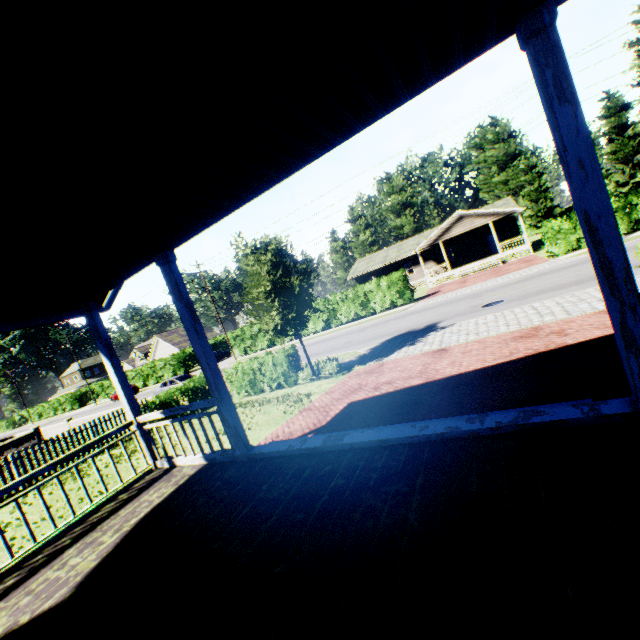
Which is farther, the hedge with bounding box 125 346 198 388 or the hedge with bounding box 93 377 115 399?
the hedge with bounding box 93 377 115 399

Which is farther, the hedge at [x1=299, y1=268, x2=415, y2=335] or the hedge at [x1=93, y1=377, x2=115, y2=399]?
the hedge at [x1=93, y1=377, x2=115, y2=399]

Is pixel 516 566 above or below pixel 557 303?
above

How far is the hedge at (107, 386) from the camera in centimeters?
5191cm

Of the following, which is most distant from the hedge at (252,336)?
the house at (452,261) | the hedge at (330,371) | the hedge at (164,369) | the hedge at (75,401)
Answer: the hedge at (75,401)

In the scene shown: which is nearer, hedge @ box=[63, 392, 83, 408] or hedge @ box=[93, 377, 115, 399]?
hedge @ box=[93, 377, 115, 399]

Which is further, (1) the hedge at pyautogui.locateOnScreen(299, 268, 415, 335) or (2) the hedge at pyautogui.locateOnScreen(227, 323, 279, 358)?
(2) the hedge at pyautogui.locateOnScreen(227, 323, 279, 358)

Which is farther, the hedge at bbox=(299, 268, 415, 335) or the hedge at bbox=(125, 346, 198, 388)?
the hedge at bbox=(125, 346, 198, 388)
